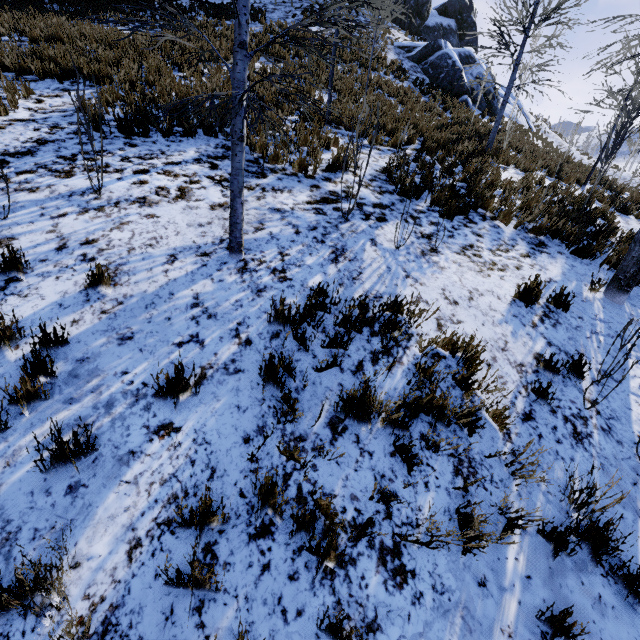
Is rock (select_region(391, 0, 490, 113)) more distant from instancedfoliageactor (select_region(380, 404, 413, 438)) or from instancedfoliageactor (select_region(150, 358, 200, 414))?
instancedfoliageactor (select_region(380, 404, 413, 438))

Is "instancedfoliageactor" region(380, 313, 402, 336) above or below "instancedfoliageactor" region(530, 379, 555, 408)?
above

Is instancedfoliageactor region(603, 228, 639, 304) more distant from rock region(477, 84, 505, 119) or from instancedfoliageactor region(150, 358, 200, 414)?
rock region(477, 84, 505, 119)

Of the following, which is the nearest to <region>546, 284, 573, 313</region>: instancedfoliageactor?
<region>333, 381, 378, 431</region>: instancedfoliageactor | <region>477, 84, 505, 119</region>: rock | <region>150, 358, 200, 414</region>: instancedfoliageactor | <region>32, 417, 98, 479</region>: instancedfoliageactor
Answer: <region>333, 381, 378, 431</region>: instancedfoliageactor

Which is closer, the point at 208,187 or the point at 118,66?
the point at 208,187

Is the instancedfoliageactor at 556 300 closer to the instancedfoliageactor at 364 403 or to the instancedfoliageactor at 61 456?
the instancedfoliageactor at 364 403

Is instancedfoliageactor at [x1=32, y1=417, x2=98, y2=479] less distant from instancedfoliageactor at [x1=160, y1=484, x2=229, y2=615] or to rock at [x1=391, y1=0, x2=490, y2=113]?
instancedfoliageactor at [x1=160, y1=484, x2=229, y2=615]

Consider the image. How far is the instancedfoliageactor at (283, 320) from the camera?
3.5m
